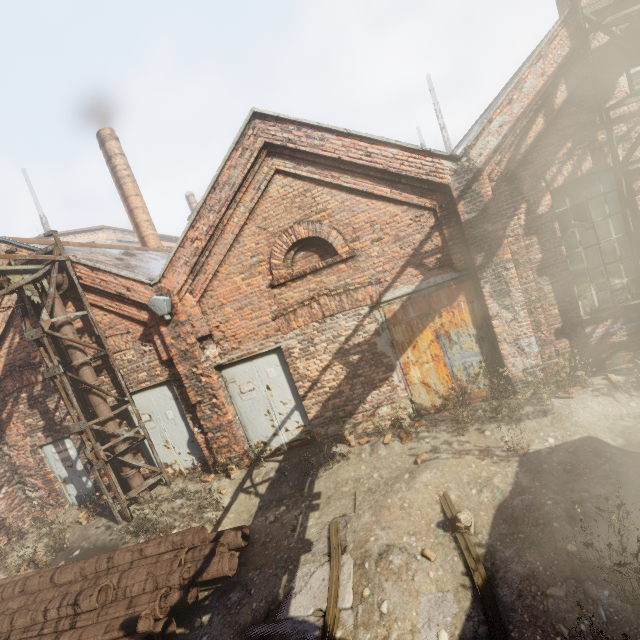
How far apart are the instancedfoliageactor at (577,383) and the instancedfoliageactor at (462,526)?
3.41m

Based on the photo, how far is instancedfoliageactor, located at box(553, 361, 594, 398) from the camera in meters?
6.0

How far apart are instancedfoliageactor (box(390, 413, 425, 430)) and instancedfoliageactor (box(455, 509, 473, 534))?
1.9m

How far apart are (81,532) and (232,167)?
9.25m

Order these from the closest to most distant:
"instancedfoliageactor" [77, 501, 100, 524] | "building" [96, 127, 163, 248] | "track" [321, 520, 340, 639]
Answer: "track" [321, 520, 340, 639], "instancedfoliageactor" [77, 501, 100, 524], "building" [96, 127, 163, 248]

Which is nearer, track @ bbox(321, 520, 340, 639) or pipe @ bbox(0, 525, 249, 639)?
track @ bbox(321, 520, 340, 639)

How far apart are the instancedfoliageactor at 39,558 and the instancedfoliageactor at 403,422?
8.4m

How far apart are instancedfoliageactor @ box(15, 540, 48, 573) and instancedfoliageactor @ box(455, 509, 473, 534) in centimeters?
892cm
